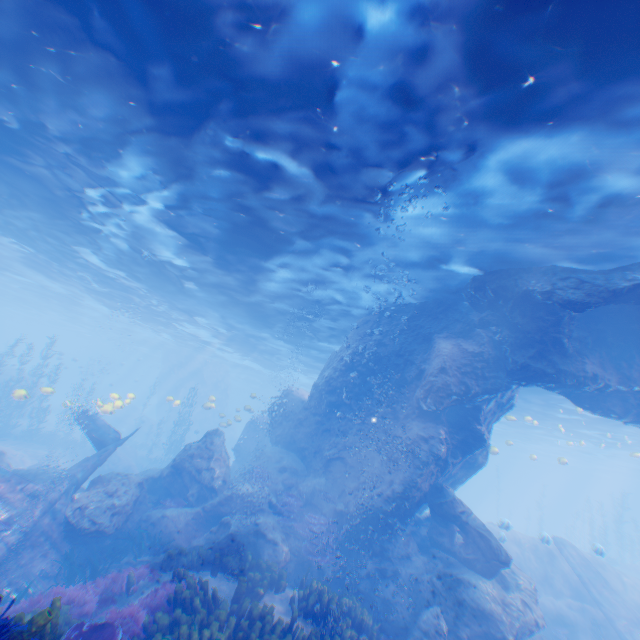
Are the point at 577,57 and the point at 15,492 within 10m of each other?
no

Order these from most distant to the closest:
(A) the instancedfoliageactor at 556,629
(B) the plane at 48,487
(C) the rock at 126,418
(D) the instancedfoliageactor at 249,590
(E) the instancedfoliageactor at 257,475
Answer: (C) the rock at 126,418 → (E) the instancedfoliageactor at 257,475 → (A) the instancedfoliageactor at 556,629 → (B) the plane at 48,487 → (D) the instancedfoliageactor at 249,590

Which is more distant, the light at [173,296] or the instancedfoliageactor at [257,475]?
the instancedfoliageactor at [257,475]

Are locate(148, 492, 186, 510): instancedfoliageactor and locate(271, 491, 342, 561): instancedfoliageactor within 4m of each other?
no

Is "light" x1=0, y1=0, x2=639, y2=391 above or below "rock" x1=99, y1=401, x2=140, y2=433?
above

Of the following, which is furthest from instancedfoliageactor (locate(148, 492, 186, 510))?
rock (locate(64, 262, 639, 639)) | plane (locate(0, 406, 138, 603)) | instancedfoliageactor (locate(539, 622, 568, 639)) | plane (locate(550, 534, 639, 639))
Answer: plane (locate(550, 534, 639, 639))

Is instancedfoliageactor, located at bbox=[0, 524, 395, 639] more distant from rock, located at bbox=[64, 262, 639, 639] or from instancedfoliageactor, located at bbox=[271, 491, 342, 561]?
instancedfoliageactor, located at bbox=[271, 491, 342, 561]
